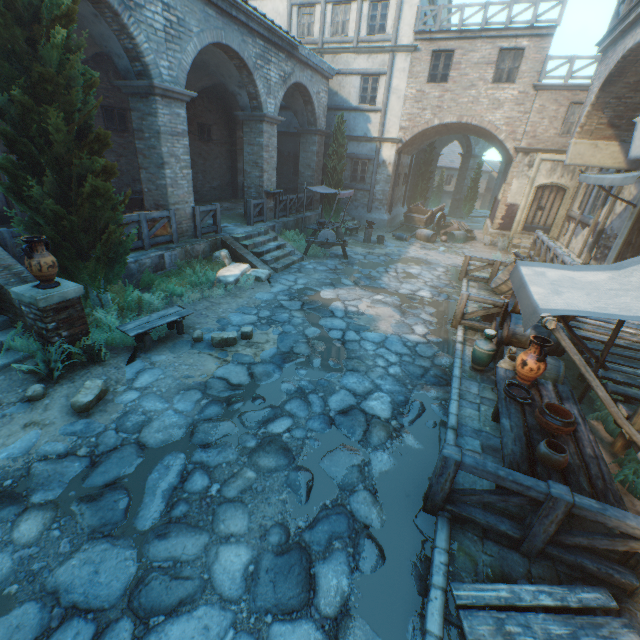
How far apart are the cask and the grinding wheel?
5.4m

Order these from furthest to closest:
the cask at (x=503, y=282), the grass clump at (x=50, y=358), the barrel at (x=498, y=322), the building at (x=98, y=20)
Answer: the cask at (x=503, y=282) < the building at (x=98, y=20) < the barrel at (x=498, y=322) < the grass clump at (x=50, y=358)

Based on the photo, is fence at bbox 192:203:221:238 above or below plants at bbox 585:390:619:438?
above

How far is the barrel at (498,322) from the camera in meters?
5.8

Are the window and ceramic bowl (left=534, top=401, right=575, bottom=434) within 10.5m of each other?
no

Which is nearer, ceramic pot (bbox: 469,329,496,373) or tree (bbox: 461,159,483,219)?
ceramic pot (bbox: 469,329,496,373)

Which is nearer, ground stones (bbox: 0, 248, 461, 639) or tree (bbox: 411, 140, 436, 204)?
ground stones (bbox: 0, 248, 461, 639)

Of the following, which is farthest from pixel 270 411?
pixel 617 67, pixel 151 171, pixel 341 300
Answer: pixel 617 67
